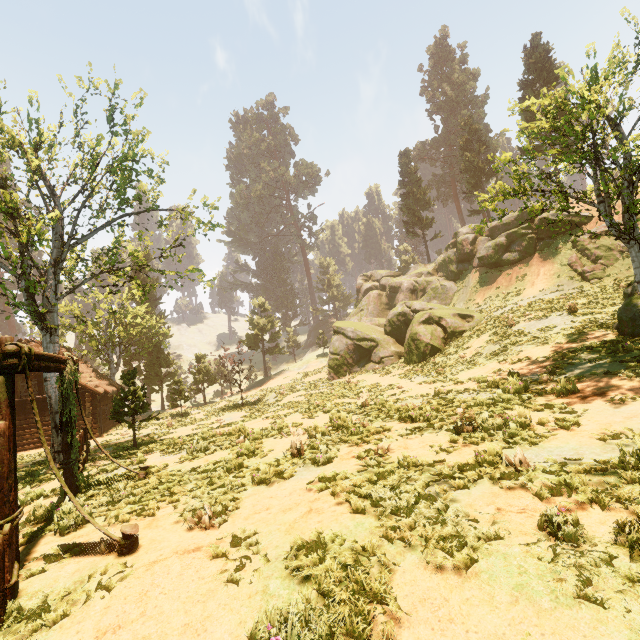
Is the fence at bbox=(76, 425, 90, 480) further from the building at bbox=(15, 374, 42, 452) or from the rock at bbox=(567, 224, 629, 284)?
the rock at bbox=(567, 224, 629, 284)

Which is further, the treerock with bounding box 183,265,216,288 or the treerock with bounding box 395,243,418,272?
the treerock with bounding box 395,243,418,272

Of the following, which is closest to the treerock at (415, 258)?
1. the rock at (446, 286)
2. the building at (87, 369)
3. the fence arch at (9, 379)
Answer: the building at (87, 369)

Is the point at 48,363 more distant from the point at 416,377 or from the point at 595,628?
the point at 416,377

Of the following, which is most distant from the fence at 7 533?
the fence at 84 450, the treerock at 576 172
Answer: the fence at 84 450

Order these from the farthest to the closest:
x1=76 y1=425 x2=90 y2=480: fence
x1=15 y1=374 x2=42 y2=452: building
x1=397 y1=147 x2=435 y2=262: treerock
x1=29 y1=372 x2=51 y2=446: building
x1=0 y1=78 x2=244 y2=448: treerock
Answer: x1=397 y1=147 x2=435 y2=262: treerock < x1=29 y1=372 x2=51 y2=446: building < x1=15 y1=374 x2=42 y2=452: building < x1=0 y1=78 x2=244 y2=448: treerock < x1=76 y1=425 x2=90 y2=480: fence

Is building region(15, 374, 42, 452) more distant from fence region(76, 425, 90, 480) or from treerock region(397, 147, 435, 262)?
fence region(76, 425, 90, 480)

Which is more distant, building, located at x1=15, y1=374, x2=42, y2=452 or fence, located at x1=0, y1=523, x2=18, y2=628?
building, located at x1=15, y1=374, x2=42, y2=452
